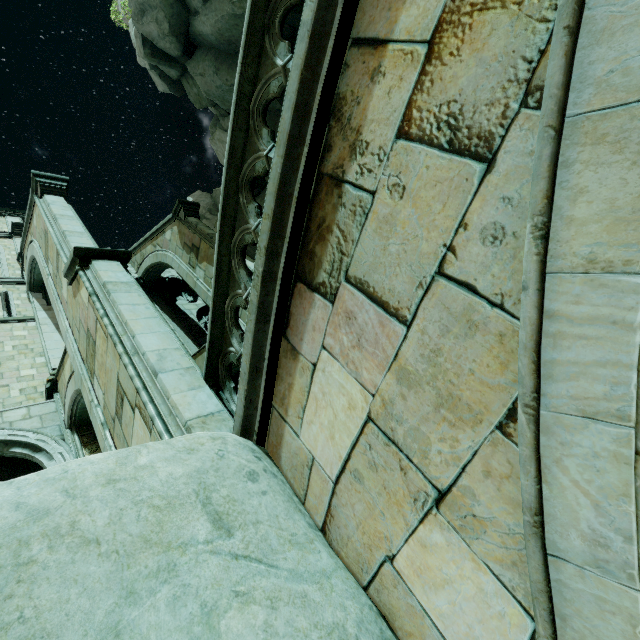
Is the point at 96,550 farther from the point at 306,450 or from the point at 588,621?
the point at 588,621

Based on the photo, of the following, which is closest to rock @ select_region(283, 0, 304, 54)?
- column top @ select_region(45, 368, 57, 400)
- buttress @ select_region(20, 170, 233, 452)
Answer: buttress @ select_region(20, 170, 233, 452)

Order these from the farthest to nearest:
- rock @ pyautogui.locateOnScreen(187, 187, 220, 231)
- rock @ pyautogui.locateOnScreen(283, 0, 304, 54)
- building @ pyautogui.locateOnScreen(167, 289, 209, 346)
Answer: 1. rock @ pyautogui.locateOnScreen(187, 187, 220, 231)
2. building @ pyautogui.locateOnScreen(167, 289, 209, 346)
3. rock @ pyautogui.locateOnScreen(283, 0, 304, 54)

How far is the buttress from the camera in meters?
3.7

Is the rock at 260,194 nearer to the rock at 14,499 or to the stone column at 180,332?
the stone column at 180,332

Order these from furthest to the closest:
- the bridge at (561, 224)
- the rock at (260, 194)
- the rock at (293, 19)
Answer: the rock at (260, 194)
the rock at (293, 19)
the bridge at (561, 224)

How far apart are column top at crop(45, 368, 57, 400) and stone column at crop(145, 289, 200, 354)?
3.33m

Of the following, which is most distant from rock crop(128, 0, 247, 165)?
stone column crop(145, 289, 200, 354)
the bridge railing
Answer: the bridge railing
